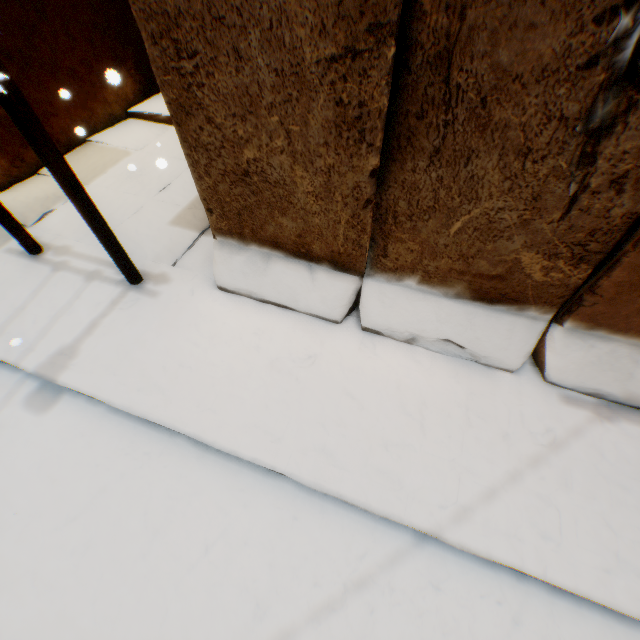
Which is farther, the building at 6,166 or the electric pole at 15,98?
the building at 6,166

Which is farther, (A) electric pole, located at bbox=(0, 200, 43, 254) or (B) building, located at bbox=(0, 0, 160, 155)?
(B) building, located at bbox=(0, 0, 160, 155)

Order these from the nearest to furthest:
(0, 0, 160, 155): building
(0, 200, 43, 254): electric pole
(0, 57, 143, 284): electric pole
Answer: (0, 57, 143, 284): electric pole
(0, 200, 43, 254): electric pole
(0, 0, 160, 155): building

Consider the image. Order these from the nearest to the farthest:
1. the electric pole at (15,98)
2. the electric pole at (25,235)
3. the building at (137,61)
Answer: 1. the electric pole at (15,98)
2. the electric pole at (25,235)
3. the building at (137,61)

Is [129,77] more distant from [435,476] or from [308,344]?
[435,476]

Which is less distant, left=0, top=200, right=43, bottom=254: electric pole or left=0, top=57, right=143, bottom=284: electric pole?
left=0, top=57, right=143, bottom=284: electric pole
